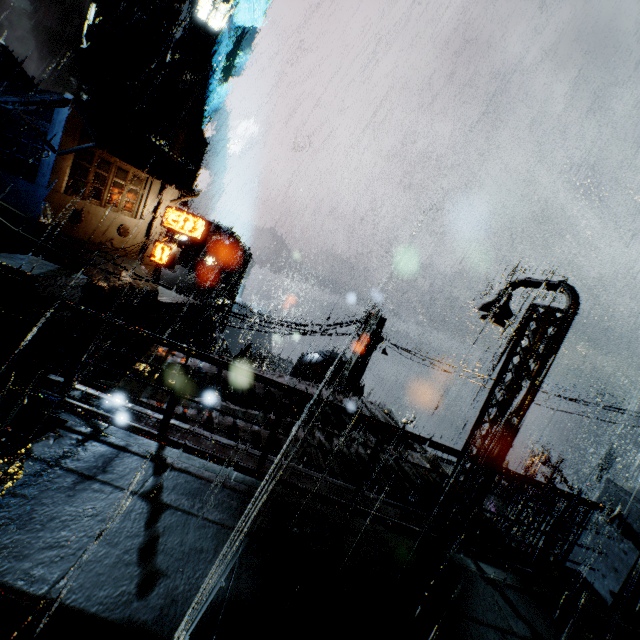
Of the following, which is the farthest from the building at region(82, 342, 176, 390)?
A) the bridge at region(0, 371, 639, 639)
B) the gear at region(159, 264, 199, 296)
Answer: the gear at region(159, 264, 199, 296)

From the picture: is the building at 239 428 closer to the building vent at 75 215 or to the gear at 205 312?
the building vent at 75 215

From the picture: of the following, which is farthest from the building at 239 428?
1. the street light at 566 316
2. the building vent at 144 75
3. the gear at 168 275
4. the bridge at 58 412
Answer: the gear at 168 275

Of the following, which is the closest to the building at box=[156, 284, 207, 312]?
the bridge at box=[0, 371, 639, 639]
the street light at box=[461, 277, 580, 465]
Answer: the bridge at box=[0, 371, 639, 639]

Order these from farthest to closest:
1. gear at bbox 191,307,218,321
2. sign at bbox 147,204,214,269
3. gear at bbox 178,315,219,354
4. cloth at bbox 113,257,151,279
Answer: gear at bbox 178,315,219,354 < gear at bbox 191,307,218,321 < sign at bbox 147,204,214,269 < cloth at bbox 113,257,151,279

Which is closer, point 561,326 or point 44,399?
point 44,399

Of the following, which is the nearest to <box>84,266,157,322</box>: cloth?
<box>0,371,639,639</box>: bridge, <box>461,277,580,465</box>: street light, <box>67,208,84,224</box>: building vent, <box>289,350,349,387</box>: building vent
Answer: <box>67,208,84,224</box>: building vent

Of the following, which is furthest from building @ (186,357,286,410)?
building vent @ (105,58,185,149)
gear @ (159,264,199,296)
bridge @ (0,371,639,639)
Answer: gear @ (159,264,199,296)
